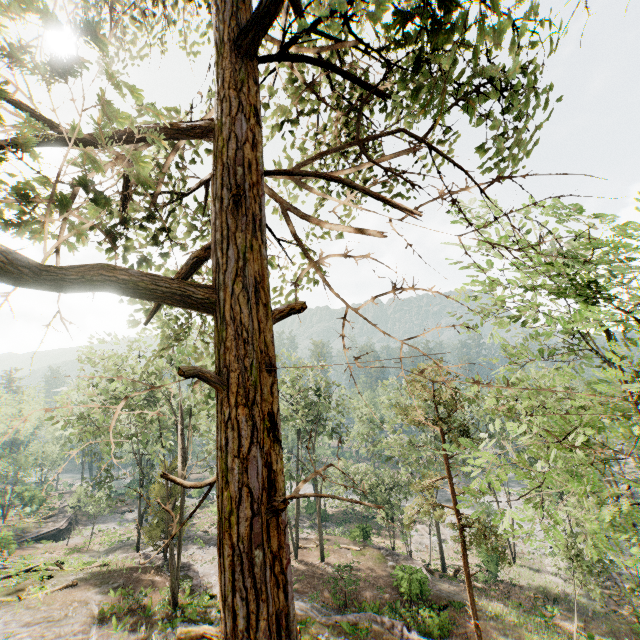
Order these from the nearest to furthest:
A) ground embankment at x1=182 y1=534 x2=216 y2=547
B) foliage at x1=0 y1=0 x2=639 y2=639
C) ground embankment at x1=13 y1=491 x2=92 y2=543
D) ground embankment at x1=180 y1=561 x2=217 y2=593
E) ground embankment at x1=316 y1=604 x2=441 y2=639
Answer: foliage at x1=0 y1=0 x2=639 y2=639 → ground embankment at x1=316 y1=604 x2=441 y2=639 → ground embankment at x1=180 y1=561 x2=217 y2=593 → ground embankment at x1=182 y1=534 x2=216 y2=547 → ground embankment at x1=13 y1=491 x2=92 y2=543

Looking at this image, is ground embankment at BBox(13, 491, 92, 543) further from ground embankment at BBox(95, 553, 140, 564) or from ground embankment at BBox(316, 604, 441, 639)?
ground embankment at BBox(316, 604, 441, 639)

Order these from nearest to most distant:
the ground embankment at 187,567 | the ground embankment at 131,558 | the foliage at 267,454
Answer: the foliage at 267,454
the ground embankment at 187,567
the ground embankment at 131,558

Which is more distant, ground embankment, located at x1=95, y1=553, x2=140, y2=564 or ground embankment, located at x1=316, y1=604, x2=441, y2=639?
ground embankment, located at x1=95, y1=553, x2=140, y2=564

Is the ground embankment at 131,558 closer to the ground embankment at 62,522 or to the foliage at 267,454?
the foliage at 267,454

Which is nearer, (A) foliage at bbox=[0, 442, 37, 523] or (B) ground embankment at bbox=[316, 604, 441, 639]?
(B) ground embankment at bbox=[316, 604, 441, 639]

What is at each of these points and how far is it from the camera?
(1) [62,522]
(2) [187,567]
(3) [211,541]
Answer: (1) ground embankment, 43.6m
(2) ground embankment, 26.4m
(3) ground embankment, 35.8m

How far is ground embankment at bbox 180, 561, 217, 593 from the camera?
23.3 meters
